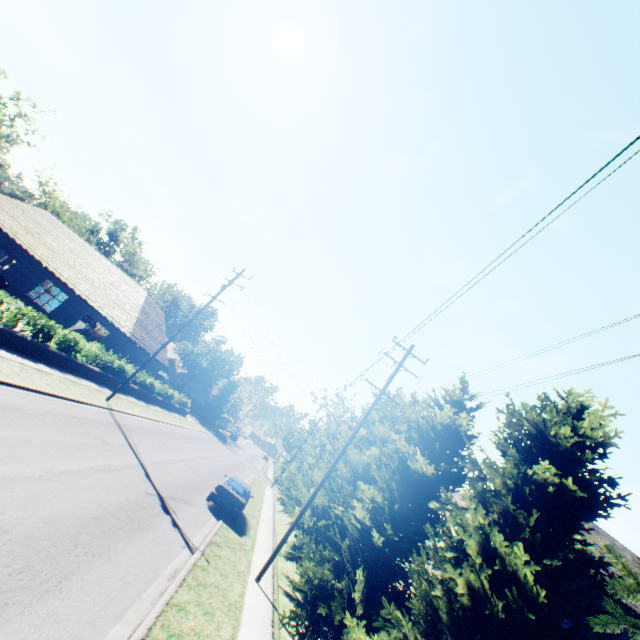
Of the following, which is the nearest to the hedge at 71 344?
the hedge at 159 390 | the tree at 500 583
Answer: the hedge at 159 390

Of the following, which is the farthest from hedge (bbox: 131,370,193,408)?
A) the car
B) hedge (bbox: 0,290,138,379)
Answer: the car

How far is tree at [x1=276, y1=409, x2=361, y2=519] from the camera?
20.9m

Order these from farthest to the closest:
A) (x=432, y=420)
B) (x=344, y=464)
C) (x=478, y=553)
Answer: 1. (x=344, y=464)
2. (x=432, y=420)
3. (x=478, y=553)

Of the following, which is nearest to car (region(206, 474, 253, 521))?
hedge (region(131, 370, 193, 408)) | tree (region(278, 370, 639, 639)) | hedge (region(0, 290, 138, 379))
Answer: tree (region(278, 370, 639, 639))

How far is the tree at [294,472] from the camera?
20.9 meters

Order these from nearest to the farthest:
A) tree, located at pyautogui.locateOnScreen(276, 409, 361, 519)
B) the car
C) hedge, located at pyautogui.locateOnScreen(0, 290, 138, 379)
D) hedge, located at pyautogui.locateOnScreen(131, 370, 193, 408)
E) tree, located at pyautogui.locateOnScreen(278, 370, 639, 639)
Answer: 1. tree, located at pyautogui.locateOnScreen(278, 370, 639, 639)
2. hedge, located at pyautogui.locateOnScreen(0, 290, 138, 379)
3. the car
4. tree, located at pyautogui.locateOnScreen(276, 409, 361, 519)
5. hedge, located at pyautogui.locateOnScreen(131, 370, 193, 408)

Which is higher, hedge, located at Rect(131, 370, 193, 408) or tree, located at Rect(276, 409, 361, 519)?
tree, located at Rect(276, 409, 361, 519)
